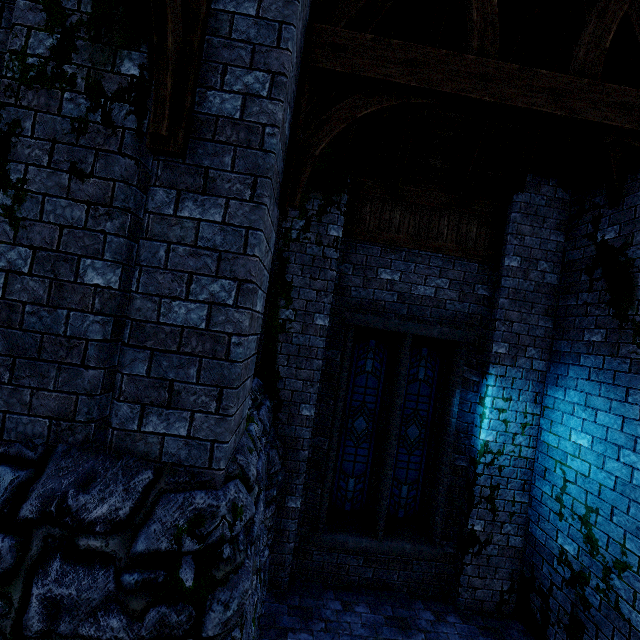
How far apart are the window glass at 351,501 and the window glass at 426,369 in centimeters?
22cm

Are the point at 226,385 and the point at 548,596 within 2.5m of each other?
no

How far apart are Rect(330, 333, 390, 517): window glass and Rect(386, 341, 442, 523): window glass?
0.22m

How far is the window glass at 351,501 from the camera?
5.86m

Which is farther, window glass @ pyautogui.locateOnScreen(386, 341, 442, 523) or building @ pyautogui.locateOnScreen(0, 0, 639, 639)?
window glass @ pyautogui.locateOnScreen(386, 341, 442, 523)

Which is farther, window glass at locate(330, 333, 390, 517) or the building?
window glass at locate(330, 333, 390, 517)

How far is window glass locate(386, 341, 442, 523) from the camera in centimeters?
591cm

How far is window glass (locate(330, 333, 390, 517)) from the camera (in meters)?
5.86
